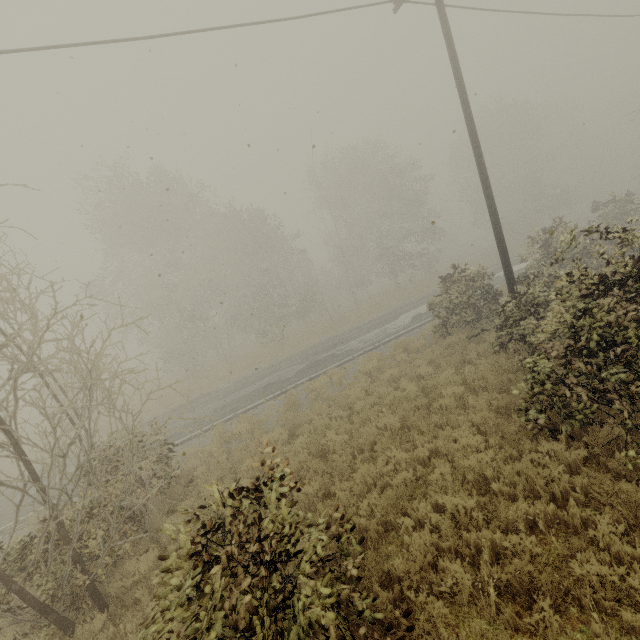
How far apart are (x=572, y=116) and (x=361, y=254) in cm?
4135
